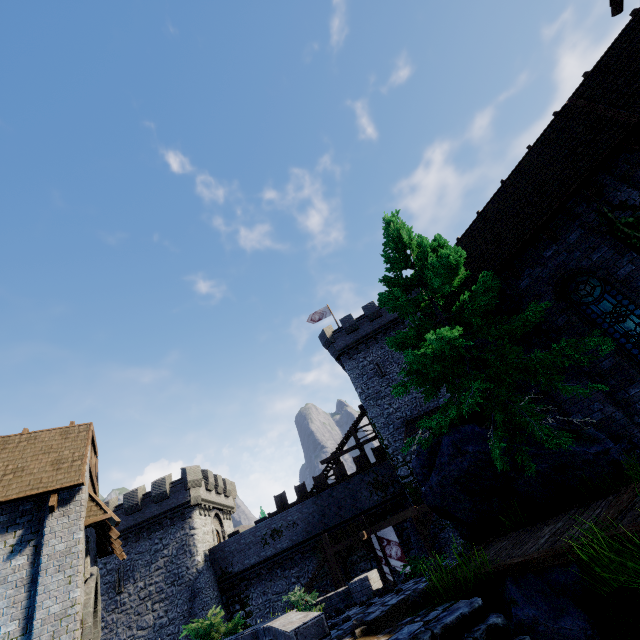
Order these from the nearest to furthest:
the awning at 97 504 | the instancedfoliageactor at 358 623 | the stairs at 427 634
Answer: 1. the stairs at 427 634
2. the instancedfoliageactor at 358 623
3. the awning at 97 504

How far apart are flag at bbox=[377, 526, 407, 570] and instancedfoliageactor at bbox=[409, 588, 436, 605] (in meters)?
18.56

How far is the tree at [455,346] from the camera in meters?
6.6

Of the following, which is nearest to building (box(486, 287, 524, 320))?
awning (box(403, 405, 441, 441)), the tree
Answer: the tree

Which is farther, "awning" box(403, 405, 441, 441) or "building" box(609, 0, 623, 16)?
"awning" box(403, 405, 441, 441)

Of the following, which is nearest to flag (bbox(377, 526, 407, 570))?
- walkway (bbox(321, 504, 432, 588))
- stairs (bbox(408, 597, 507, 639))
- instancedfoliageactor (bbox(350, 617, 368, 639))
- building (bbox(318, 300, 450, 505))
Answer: walkway (bbox(321, 504, 432, 588))

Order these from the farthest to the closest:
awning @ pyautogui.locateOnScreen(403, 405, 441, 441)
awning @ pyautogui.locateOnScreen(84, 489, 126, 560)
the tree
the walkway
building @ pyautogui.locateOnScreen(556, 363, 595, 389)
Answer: awning @ pyautogui.locateOnScreen(403, 405, 441, 441) < the walkway < awning @ pyautogui.locateOnScreen(84, 489, 126, 560) < building @ pyautogui.locateOnScreen(556, 363, 595, 389) < the tree

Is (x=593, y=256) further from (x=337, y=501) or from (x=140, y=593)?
(x=140, y=593)
